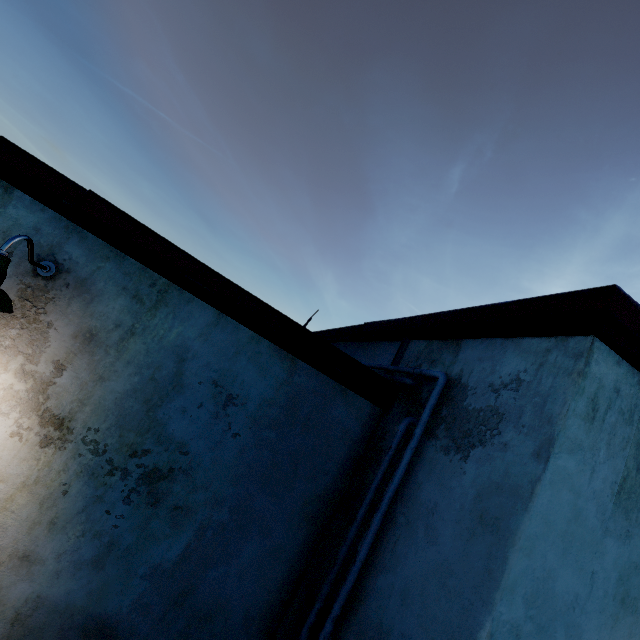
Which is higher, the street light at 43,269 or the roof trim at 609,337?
the roof trim at 609,337

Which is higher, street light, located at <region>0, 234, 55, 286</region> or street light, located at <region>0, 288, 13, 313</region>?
street light, located at <region>0, 234, 55, 286</region>

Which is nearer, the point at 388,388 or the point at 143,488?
the point at 143,488

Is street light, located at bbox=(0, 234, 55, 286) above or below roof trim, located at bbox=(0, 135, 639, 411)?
below
